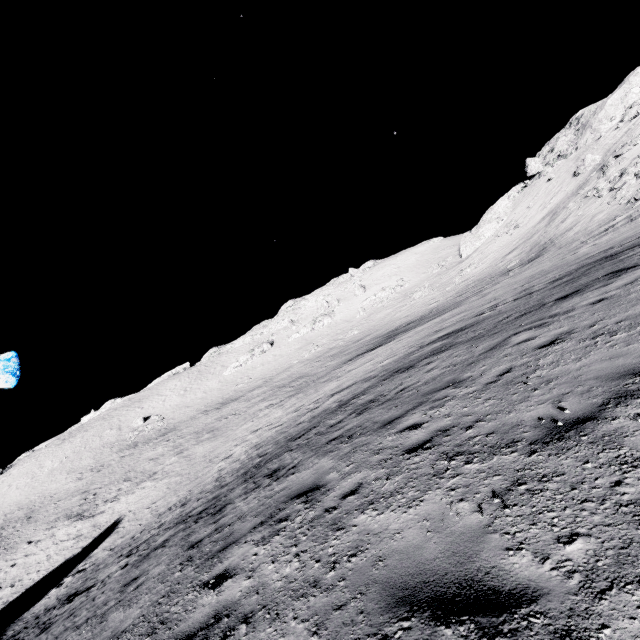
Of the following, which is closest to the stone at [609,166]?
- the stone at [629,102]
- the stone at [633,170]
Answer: the stone at [633,170]

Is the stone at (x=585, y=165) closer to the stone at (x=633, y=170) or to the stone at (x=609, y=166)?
the stone at (x=609, y=166)

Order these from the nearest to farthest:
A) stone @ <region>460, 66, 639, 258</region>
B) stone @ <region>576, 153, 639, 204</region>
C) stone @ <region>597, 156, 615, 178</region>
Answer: stone @ <region>576, 153, 639, 204</region> → stone @ <region>597, 156, 615, 178</region> → stone @ <region>460, 66, 639, 258</region>

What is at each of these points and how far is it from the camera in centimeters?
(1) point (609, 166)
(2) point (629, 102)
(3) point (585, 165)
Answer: (1) stone, 3622cm
(2) stone, 4203cm
(3) stone, 4175cm

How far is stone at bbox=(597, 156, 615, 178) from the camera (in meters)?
35.53

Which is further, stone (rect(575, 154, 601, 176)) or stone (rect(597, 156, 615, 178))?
stone (rect(575, 154, 601, 176))

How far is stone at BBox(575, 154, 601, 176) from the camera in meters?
40.7

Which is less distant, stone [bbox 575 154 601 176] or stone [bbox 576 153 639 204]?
stone [bbox 576 153 639 204]
